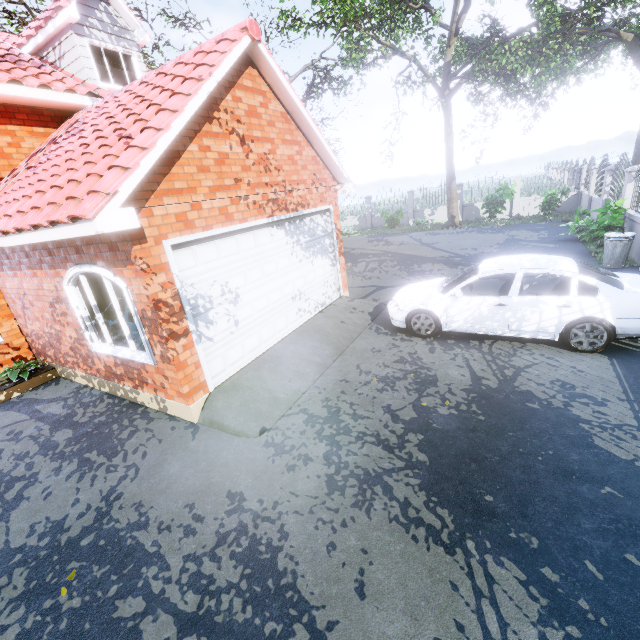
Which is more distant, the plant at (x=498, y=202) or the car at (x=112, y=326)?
the plant at (x=498, y=202)

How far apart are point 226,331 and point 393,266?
9.17m

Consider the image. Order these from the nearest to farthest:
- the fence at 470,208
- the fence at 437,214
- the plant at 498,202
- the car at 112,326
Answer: the car at 112,326 → the plant at 498,202 → the fence at 470,208 → the fence at 437,214

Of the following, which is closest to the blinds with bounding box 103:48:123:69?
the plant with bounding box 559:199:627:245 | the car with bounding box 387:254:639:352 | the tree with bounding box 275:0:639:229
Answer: the tree with bounding box 275:0:639:229

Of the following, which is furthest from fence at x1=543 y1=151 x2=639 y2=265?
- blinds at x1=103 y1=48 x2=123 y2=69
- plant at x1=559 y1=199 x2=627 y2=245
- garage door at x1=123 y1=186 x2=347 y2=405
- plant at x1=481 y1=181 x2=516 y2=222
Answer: blinds at x1=103 y1=48 x2=123 y2=69

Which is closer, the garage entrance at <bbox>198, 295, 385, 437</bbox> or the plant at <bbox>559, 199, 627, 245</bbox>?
the garage entrance at <bbox>198, 295, 385, 437</bbox>

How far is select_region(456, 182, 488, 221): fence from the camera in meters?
21.3

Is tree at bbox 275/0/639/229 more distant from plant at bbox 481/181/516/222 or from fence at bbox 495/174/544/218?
plant at bbox 481/181/516/222
